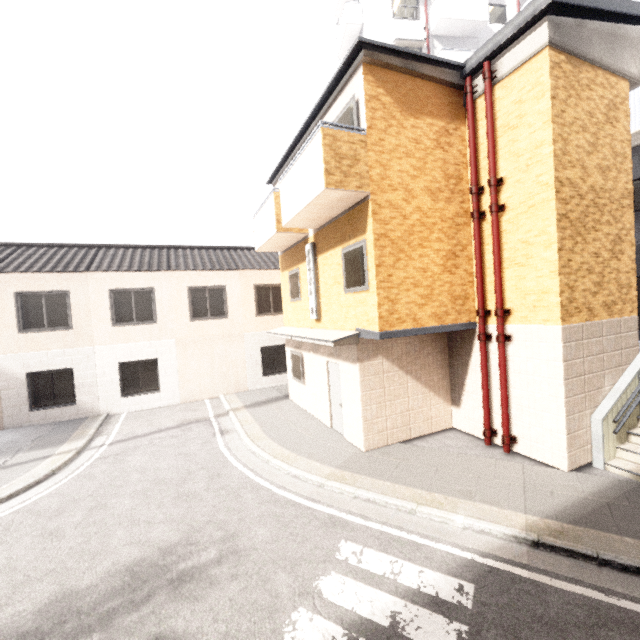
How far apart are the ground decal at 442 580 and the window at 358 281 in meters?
4.8

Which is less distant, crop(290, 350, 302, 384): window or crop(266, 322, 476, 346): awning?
crop(266, 322, 476, 346): awning

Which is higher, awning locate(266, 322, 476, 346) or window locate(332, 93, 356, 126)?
window locate(332, 93, 356, 126)

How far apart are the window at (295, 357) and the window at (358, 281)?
3.9 meters

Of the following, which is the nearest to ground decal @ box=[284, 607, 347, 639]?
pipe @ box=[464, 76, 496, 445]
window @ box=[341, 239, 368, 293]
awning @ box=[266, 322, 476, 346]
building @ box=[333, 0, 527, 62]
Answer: awning @ box=[266, 322, 476, 346]

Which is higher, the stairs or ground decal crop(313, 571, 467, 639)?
the stairs

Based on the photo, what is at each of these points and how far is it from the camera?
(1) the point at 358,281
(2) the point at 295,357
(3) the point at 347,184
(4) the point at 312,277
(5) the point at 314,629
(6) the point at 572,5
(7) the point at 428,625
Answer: (1) window, 7.7m
(2) window, 12.1m
(3) balcony, 6.8m
(4) sign, 9.8m
(5) ground decal, 3.8m
(6) awning, 6.2m
(7) ground decal, 3.7m

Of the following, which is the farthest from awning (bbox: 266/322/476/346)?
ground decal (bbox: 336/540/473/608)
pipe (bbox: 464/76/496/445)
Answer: ground decal (bbox: 336/540/473/608)
